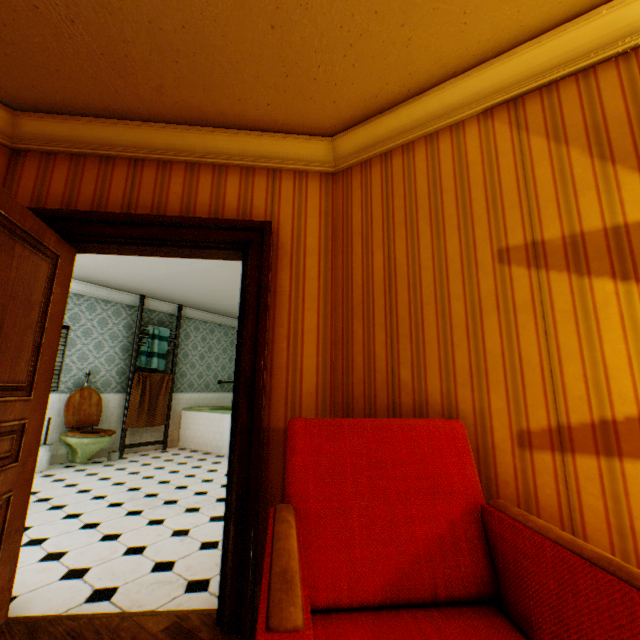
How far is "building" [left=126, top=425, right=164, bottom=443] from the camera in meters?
6.4

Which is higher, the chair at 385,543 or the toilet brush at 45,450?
the chair at 385,543

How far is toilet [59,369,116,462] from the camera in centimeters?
509cm

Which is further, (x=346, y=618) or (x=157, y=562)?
(x=157, y=562)

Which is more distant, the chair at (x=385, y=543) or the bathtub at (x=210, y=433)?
the bathtub at (x=210, y=433)

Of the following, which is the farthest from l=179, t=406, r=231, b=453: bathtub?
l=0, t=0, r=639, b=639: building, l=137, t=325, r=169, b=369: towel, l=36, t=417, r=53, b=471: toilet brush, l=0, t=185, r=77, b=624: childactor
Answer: l=0, t=185, r=77, b=624: childactor

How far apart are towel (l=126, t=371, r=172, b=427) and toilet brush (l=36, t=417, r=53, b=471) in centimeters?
117cm

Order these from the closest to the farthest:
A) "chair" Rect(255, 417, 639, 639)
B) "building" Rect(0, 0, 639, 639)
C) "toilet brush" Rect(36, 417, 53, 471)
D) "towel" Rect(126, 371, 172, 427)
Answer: "chair" Rect(255, 417, 639, 639) < "building" Rect(0, 0, 639, 639) < "toilet brush" Rect(36, 417, 53, 471) < "towel" Rect(126, 371, 172, 427)
